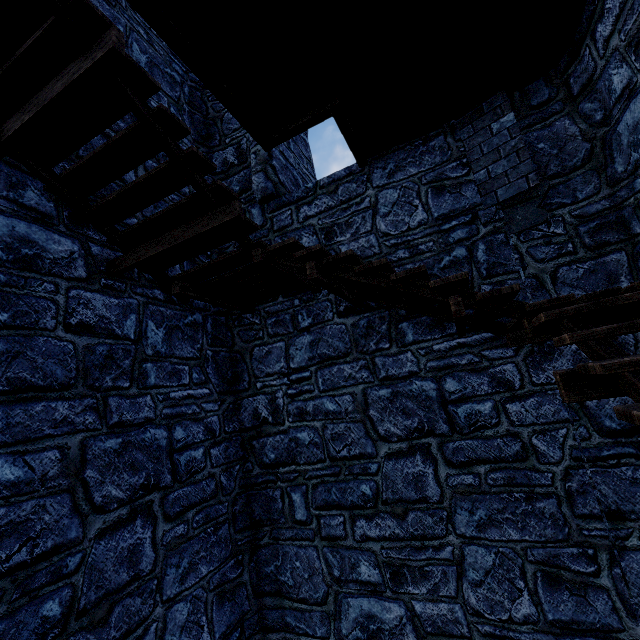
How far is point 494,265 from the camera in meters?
4.3
